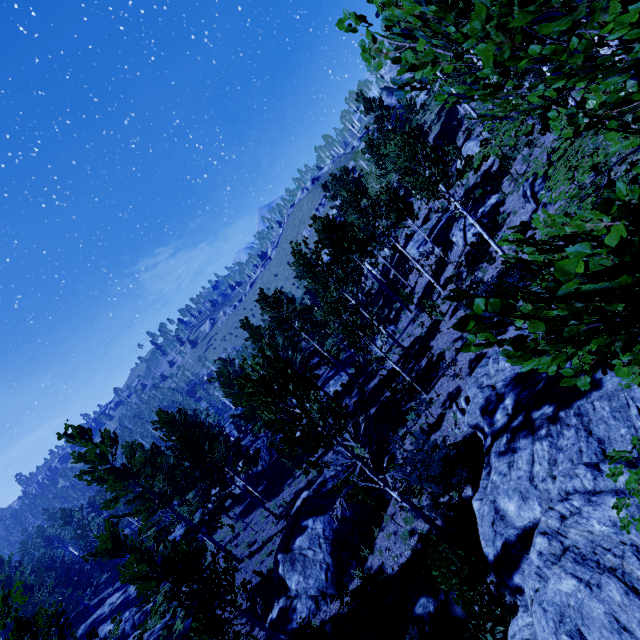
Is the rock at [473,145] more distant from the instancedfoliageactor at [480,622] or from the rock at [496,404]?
the rock at [496,404]

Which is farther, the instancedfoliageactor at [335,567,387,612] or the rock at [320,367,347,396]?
the rock at [320,367,347,396]

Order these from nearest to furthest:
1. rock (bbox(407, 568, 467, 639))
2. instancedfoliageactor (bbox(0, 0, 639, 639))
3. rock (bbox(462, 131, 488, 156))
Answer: instancedfoliageactor (bbox(0, 0, 639, 639)) < rock (bbox(407, 568, 467, 639)) < rock (bbox(462, 131, 488, 156))

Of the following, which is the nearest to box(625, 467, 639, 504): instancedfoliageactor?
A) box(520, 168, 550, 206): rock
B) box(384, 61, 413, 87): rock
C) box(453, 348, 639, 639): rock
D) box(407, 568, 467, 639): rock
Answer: box(453, 348, 639, 639): rock

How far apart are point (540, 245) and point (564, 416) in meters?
8.2

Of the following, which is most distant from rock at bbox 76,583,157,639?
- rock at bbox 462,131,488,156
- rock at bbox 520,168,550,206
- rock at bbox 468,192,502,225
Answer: rock at bbox 520,168,550,206

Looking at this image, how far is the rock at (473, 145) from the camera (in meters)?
23.68

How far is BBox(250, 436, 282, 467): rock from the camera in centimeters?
2813cm
